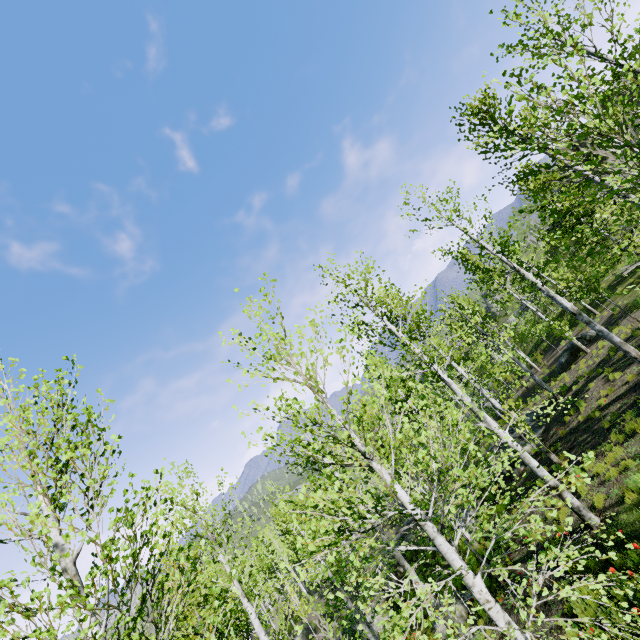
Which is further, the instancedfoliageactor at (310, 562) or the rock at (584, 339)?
the rock at (584, 339)

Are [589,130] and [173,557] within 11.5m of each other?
yes

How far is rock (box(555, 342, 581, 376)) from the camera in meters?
21.1 m

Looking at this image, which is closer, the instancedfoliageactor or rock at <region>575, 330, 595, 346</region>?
the instancedfoliageactor
